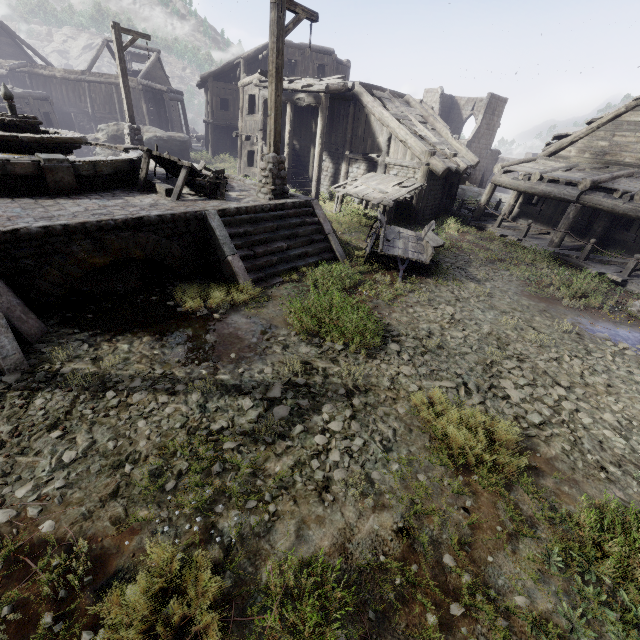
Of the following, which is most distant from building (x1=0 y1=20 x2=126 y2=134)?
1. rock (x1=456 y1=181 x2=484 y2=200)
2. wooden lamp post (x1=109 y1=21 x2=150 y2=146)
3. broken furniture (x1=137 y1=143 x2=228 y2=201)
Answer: wooden lamp post (x1=109 y1=21 x2=150 y2=146)

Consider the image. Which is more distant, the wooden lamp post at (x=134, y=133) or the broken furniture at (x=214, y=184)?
the wooden lamp post at (x=134, y=133)

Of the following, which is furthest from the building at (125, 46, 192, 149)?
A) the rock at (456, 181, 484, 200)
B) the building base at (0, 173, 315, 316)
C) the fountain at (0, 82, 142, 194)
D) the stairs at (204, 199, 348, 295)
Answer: the fountain at (0, 82, 142, 194)

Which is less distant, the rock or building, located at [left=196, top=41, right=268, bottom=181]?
building, located at [left=196, top=41, right=268, bottom=181]

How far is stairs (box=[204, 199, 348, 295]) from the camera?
7.7m

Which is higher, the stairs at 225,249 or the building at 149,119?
the building at 149,119

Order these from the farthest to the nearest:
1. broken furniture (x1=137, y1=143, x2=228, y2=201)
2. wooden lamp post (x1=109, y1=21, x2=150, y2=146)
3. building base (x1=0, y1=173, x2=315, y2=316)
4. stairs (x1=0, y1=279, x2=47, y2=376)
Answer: wooden lamp post (x1=109, y1=21, x2=150, y2=146) → broken furniture (x1=137, y1=143, x2=228, y2=201) → building base (x1=0, y1=173, x2=315, y2=316) → stairs (x1=0, y1=279, x2=47, y2=376)

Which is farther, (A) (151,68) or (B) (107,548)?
(A) (151,68)
